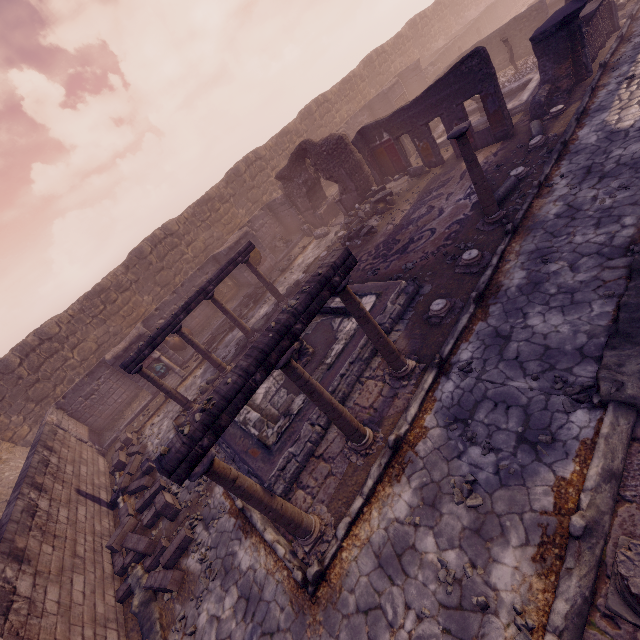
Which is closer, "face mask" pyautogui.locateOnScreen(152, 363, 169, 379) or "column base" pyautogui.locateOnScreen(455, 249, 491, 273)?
"column base" pyautogui.locateOnScreen(455, 249, 491, 273)

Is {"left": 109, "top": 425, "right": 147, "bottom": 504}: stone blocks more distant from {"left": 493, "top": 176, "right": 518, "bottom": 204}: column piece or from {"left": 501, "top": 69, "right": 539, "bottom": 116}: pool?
{"left": 501, "top": 69, "right": 539, "bottom": 116}: pool

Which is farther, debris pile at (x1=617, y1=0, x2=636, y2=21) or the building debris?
the building debris

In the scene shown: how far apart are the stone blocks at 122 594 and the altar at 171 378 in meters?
7.5 m

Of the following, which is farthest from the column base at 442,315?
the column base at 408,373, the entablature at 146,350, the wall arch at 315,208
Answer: the wall arch at 315,208

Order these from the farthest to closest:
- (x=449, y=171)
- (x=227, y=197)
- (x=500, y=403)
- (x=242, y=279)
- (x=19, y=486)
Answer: (x=227, y=197) → (x=242, y=279) → (x=449, y=171) → (x=19, y=486) → (x=500, y=403)

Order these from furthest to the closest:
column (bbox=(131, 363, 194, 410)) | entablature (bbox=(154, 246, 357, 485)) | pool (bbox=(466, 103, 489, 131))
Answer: pool (bbox=(466, 103, 489, 131))
column (bbox=(131, 363, 194, 410))
entablature (bbox=(154, 246, 357, 485))

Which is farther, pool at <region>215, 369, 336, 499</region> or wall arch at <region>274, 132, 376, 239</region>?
wall arch at <region>274, 132, 376, 239</region>
